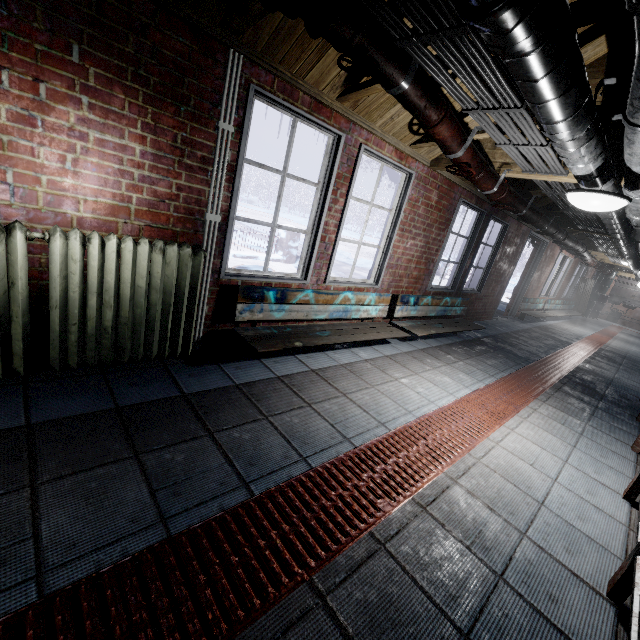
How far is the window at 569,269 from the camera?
8.45m

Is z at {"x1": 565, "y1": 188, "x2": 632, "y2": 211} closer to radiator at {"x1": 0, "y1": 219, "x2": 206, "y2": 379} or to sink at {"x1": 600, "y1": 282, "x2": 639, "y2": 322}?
radiator at {"x1": 0, "y1": 219, "x2": 206, "y2": 379}

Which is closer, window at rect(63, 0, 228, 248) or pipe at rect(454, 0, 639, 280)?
pipe at rect(454, 0, 639, 280)

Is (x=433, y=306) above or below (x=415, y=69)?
below

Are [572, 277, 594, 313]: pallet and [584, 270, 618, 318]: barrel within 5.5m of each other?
yes

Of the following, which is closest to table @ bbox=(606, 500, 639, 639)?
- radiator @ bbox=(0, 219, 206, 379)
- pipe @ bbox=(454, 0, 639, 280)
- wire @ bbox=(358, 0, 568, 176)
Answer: pipe @ bbox=(454, 0, 639, 280)

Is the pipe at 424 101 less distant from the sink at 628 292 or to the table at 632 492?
the table at 632 492

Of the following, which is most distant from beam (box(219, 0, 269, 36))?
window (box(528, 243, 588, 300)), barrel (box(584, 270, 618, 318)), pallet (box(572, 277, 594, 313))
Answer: barrel (box(584, 270, 618, 318))
